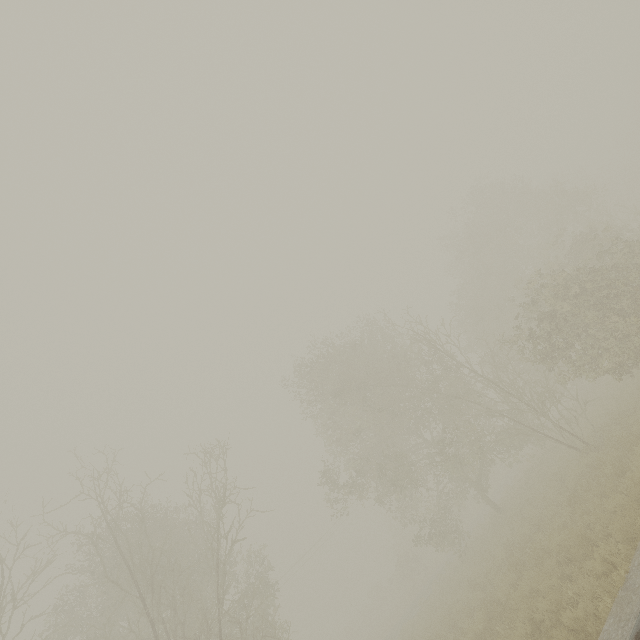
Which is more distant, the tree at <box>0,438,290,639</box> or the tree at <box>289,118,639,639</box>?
the tree at <box>289,118,639,639</box>

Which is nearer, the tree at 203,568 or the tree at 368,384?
the tree at 203,568

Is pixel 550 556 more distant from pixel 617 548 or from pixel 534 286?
pixel 534 286
